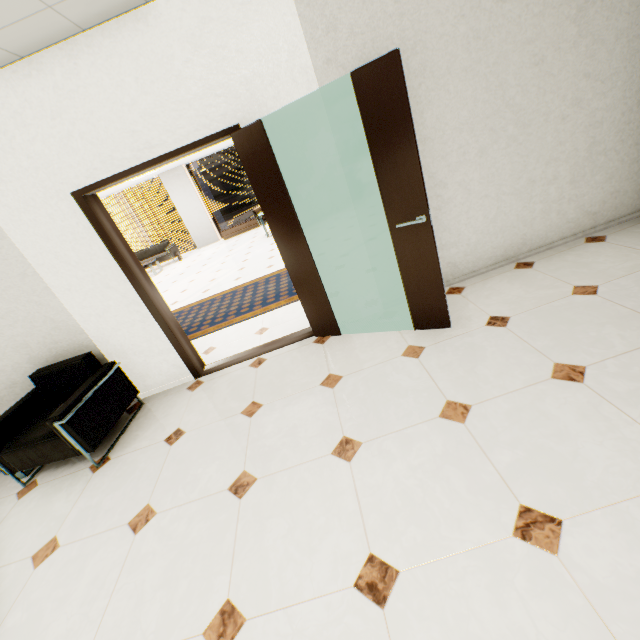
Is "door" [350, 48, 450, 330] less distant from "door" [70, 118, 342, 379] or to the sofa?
"door" [70, 118, 342, 379]

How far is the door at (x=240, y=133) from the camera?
2.67m

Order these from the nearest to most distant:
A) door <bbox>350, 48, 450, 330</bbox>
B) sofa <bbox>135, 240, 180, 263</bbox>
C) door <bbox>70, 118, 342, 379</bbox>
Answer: door <bbox>350, 48, 450, 330</bbox>
door <bbox>70, 118, 342, 379</bbox>
sofa <bbox>135, 240, 180, 263</bbox>

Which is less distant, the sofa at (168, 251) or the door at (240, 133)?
the door at (240, 133)

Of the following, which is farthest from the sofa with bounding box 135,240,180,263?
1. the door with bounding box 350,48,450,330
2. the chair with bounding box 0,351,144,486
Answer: the door with bounding box 350,48,450,330

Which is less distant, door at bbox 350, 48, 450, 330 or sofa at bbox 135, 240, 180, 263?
door at bbox 350, 48, 450, 330

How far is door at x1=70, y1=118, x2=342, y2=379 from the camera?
2.7 meters

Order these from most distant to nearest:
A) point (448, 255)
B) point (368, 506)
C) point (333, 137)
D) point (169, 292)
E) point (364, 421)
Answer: point (169, 292) < point (448, 255) < point (333, 137) < point (364, 421) < point (368, 506)
